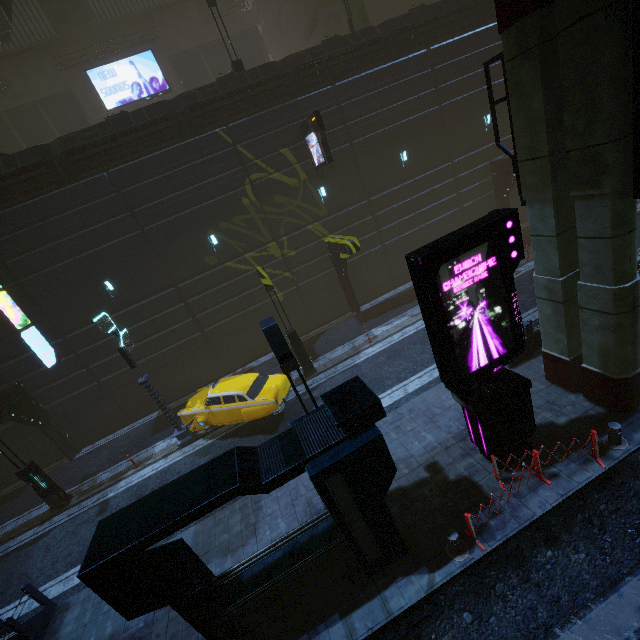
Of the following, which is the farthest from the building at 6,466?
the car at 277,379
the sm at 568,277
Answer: the car at 277,379

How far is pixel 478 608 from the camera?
6.46m

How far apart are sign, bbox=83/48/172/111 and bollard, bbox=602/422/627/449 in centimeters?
3447cm

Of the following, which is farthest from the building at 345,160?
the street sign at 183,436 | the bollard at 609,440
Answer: the bollard at 609,440

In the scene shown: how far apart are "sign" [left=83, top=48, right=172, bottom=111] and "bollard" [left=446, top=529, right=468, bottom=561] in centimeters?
3418cm

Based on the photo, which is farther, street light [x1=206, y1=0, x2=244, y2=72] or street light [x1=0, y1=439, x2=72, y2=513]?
street light [x1=206, y1=0, x2=244, y2=72]

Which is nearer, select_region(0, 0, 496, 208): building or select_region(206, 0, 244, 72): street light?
select_region(0, 0, 496, 208): building

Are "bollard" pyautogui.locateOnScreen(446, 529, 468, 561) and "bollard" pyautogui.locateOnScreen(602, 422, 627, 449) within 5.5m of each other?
yes
